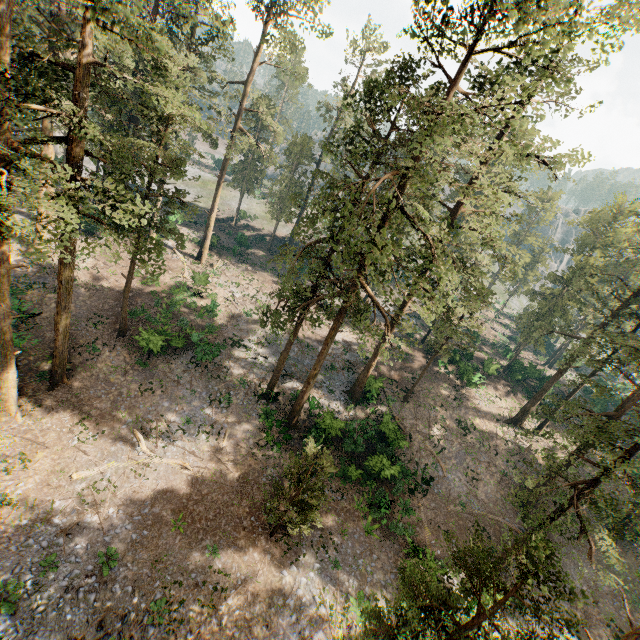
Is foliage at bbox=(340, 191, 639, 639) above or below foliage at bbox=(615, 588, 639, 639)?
below

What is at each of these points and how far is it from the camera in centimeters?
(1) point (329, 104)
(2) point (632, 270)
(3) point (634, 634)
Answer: (1) foliage, 4397cm
(2) foliage, 4731cm
(3) foliage, 1288cm

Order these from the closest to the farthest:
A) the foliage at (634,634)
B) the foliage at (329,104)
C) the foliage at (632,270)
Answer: the foliage at (632,270)
the foliage at (634,634)
the foliage at (329,104)

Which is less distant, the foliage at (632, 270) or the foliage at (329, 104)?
the foliage at (632, 270)

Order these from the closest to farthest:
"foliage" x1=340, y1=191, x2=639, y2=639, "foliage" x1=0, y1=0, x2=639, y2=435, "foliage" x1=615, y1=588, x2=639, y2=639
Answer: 1. "foliage" x1=340, y1=191, x2=639, y2=639
2. "foliage" x1=615, y1=588, x2=639, y2=639
3. "foliage" x1=0, y1=0, x2=639, y2=435

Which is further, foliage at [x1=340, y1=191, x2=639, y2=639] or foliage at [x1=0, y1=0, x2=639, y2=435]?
foliage at [x1=0, y1=0, x2=639, y2=435]
